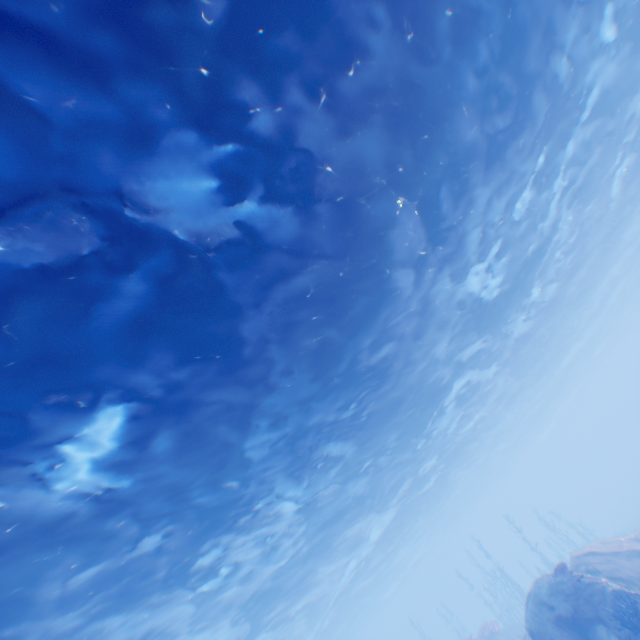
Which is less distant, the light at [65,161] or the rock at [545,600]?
the light at [65,161]

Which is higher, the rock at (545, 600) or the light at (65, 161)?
the light at (65, 161)

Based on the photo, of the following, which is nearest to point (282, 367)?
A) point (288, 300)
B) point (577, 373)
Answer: point (288, 300)

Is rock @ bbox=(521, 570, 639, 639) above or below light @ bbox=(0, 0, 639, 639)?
below

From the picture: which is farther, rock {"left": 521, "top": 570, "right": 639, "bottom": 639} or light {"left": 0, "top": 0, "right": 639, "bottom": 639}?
rock {"left": 521, "top": 570, "right": 639, "bottom": 639}
